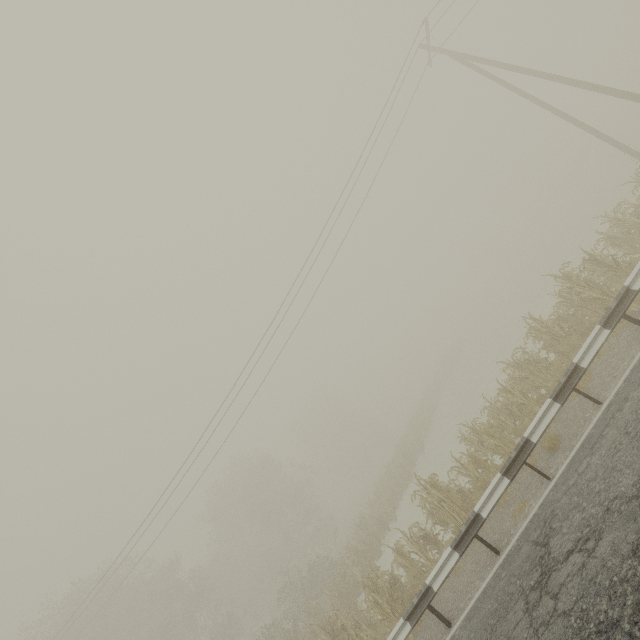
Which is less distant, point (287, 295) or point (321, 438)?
point (287, 295)
